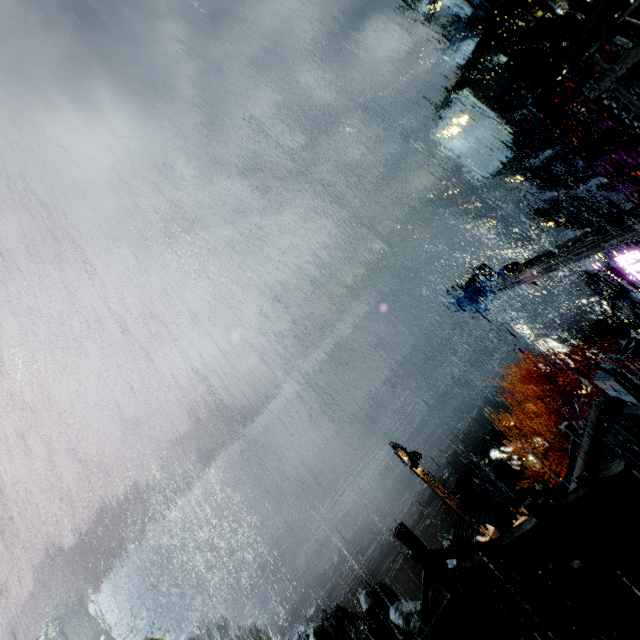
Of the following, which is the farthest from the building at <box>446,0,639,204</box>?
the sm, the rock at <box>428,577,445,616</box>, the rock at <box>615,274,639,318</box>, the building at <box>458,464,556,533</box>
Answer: the rock at <box>615,274,639,318</box>

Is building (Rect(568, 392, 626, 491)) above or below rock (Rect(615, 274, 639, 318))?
above

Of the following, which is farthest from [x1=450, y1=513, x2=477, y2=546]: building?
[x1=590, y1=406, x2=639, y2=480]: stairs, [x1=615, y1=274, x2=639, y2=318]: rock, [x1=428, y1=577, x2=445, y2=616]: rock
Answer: [x1=615, y1=274, x2=639, y2=318]: rock

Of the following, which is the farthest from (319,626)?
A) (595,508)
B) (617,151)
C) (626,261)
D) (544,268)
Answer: (617,151)

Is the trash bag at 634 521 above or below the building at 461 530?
above

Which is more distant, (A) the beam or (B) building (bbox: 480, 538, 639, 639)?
(A) the beam

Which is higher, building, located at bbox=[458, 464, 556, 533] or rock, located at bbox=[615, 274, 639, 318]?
building, located at bbox=[458, 464, 556, 533]

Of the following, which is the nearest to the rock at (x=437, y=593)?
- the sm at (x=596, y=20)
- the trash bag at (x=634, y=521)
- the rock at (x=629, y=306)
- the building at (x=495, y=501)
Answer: the building at (x=495, y=501)
